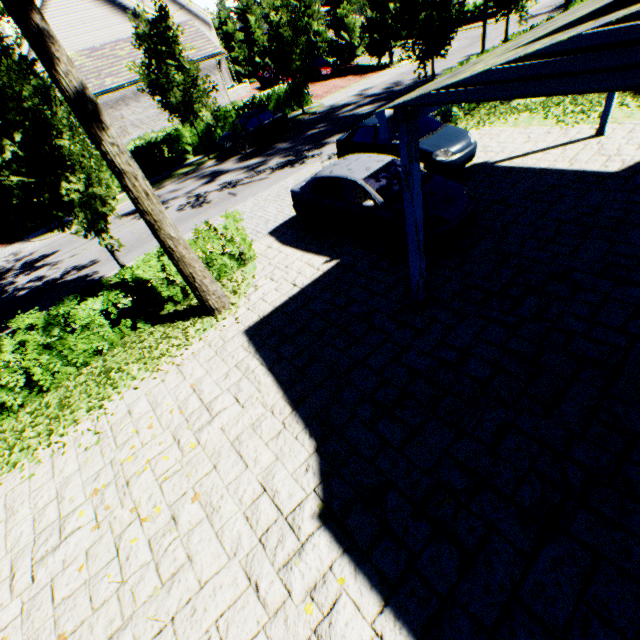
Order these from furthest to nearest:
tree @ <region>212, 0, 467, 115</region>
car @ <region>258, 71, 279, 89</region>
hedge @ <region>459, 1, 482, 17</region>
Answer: hedge @ <region>459, 1, 482, 17</region>, car @ <region>258, 71, 279, 89</region>, tree @ <region>212, 0, 467, 115</region>

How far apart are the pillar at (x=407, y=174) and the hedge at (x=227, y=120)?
23.3m

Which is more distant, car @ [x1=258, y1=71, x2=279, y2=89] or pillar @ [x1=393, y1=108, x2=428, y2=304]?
car @ [x1=258, y1=71, x2=279, y2=89]

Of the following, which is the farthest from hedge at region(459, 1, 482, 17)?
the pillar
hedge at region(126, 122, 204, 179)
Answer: the pillar

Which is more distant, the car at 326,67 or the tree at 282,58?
the car at 326,67

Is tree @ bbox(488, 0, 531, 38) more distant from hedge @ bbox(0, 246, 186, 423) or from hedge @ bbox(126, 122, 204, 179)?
hedge @ bbox(126, 122, 204, 179)

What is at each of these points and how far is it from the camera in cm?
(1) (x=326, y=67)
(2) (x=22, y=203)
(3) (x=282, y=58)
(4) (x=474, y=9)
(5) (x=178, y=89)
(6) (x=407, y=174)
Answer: (1) car, 3009
(2) tree, 784
(3) tree, 2122
(4) hedge, 3803
(5) tree, 1753
(6) pillar, 460

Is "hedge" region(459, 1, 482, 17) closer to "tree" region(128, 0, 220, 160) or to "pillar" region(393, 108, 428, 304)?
"tree" region(128, 0, 220, 160)
